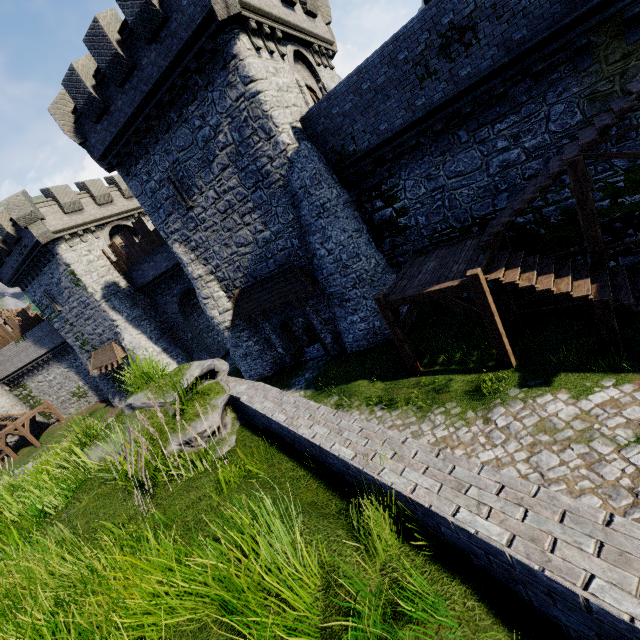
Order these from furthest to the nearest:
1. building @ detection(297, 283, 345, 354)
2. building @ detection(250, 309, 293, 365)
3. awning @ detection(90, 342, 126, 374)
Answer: awning @ detection(90, 342, 126, 374) < building @ detection(250, 309, 293, 365) < building @ detection(297, 283, 345, 354)

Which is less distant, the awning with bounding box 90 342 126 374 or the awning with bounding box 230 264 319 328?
the awning with bounding box 230 264 319 328

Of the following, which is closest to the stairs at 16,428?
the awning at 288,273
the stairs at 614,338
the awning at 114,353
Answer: the awning at 114,353

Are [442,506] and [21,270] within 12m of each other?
no

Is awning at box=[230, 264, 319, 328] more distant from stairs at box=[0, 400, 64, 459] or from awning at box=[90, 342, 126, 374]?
stairs at box=[0, 400, 64, 459]

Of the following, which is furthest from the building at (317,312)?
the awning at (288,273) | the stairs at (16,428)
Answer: the stairs at (16,428)

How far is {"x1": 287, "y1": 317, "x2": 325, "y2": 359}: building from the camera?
18.6m
